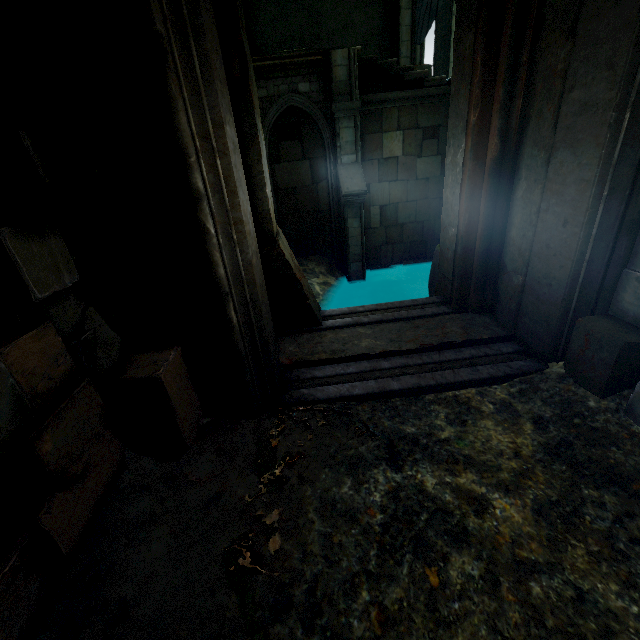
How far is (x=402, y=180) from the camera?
10.0m

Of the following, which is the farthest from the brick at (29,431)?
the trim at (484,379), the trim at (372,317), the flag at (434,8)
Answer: the flag at (434,8)

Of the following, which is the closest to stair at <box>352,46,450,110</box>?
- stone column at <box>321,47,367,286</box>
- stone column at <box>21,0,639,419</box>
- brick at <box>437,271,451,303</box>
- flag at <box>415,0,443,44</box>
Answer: stone column at <box>321,47,367,286</box>

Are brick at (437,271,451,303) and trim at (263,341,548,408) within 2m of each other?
yes

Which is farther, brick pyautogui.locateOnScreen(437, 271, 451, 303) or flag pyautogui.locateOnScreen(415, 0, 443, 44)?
flag pyautogui.locateOnScreen(415, 0, 443, 44)

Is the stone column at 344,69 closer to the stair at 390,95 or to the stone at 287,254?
the stair at 390,95

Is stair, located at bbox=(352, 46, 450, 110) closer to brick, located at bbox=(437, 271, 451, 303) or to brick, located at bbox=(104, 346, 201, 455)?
brick, located at bbox=(437, 271, 451, 303)

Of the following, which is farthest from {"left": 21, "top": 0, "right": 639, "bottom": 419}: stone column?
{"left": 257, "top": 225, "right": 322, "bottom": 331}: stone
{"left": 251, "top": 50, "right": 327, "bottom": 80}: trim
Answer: {"left": 251, "top": 50, "right": 327, "bottom": 80}: trim
